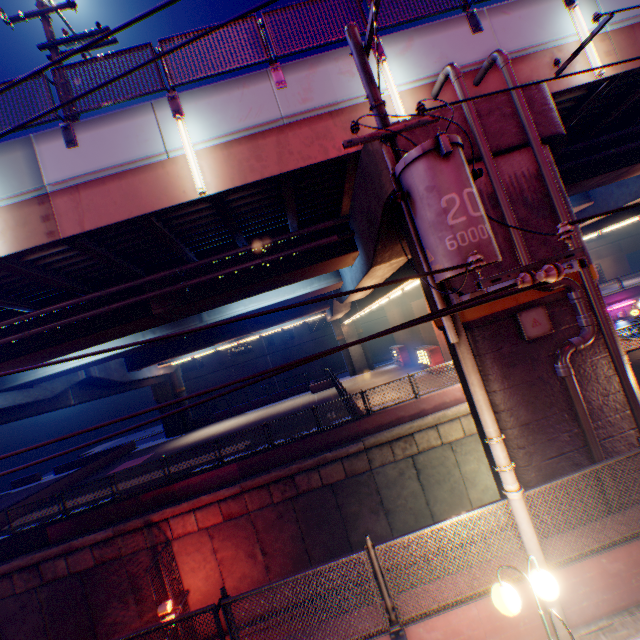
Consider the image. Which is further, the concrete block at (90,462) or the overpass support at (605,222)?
the concrete block at (90,462)

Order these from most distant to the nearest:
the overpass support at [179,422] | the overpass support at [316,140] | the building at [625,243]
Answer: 1. the building at [625,243]
2. the overpass support at [179,422]
3. the overpass support at [316,140]

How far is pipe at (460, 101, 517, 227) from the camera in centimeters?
652cm

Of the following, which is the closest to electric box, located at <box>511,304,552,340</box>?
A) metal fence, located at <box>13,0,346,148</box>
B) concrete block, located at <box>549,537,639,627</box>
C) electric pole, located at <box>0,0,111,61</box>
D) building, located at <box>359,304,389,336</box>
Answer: concrete block, located at <box>549,537,639,627</box>

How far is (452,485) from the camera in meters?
15.3

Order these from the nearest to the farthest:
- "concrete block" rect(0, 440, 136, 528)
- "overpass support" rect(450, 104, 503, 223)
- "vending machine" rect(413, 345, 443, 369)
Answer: "overpass support" rect(450, 104, 503, 223) < "concrete block" rect(0, 440, 136, 528) < "vending machine" rect(413, 345, 443, 369)

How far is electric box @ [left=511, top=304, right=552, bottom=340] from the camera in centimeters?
650cm

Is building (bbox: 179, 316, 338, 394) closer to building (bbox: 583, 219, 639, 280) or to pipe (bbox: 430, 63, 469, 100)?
building (bbox: 583, 219, 639, 280)
